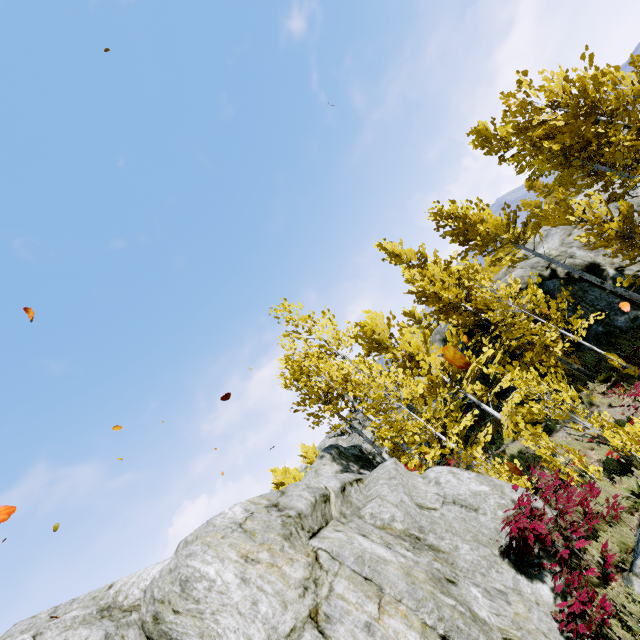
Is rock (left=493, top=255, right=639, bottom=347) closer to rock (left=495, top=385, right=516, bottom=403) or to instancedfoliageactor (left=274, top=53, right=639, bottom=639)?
instancedfoliageactor (left=274, top=53, right=639, bottom=639)

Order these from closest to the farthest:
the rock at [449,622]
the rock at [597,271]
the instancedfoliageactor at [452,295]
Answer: the rock at [449,622]
the instancedfoliageactor at [452,295]
the rock at [597,271]

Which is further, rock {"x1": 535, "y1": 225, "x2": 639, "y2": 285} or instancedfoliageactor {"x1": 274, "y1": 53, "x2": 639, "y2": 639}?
rock {"x1": 535, "y1": 225, "x2": 639, "y2": 285}

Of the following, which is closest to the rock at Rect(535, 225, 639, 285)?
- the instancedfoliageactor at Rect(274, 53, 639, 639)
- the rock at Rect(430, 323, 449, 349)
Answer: the instancedfoliageactor at Rect(274, 53, 639, 639)

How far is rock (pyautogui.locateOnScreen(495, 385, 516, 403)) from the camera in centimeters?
1473cm

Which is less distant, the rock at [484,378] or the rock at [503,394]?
the rock at [503,394]

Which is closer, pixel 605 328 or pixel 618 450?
pixel 618 450
